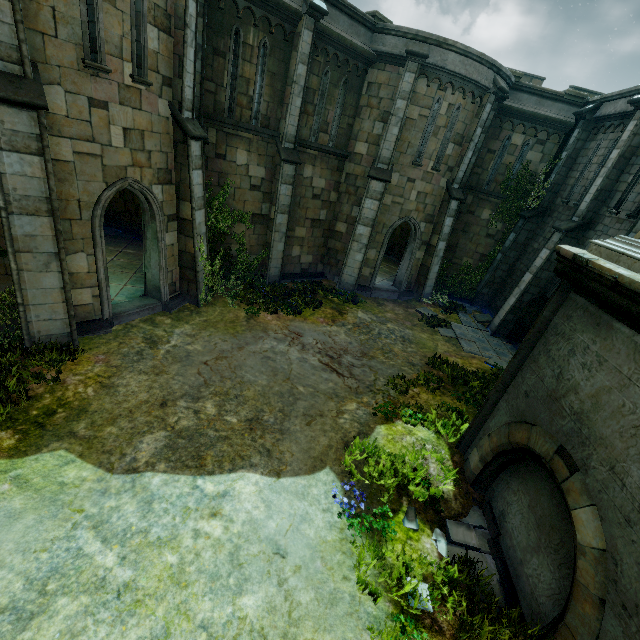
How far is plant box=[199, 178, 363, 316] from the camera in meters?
11.6

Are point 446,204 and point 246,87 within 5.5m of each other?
no

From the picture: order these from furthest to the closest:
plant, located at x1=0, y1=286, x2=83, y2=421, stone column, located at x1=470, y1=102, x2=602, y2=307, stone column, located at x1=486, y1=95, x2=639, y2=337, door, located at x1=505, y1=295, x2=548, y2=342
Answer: stone column, located at x1=470, y1=102, x2=602, y2=307 < door, located at x1=505, y1=295, x2=548, y2=342 < stone column, located at x1=486, y1=95, x2=639, y2=337 < plant, located at x1=0, y1=286, x2=83, y2=421

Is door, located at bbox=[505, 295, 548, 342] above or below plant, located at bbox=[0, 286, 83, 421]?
above

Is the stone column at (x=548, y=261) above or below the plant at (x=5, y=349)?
above

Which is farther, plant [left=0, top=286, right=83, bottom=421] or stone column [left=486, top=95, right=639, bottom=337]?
stone column [left=486, top=95, right=639, bottom=337]

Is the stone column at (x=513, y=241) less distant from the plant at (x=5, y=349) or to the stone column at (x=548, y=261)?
the stone column at (x=548, y=261)

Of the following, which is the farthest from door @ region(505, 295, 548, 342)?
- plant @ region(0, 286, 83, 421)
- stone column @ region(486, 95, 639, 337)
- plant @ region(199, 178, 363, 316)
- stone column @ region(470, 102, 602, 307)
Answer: plant @ region(0, 286, 83, 421)
